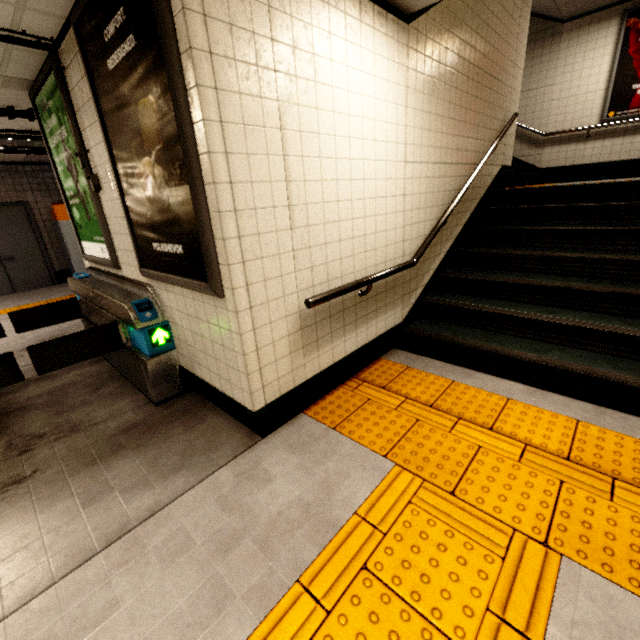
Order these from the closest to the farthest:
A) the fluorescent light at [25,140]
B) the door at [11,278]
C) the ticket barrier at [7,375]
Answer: the ticket barrier at [7,375] → the fluorescent light at [25,140] → the door at [11,278]

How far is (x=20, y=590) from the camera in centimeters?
156cm

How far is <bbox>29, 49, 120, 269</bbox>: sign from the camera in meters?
2.8 m

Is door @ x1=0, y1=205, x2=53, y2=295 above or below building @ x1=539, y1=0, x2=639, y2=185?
below

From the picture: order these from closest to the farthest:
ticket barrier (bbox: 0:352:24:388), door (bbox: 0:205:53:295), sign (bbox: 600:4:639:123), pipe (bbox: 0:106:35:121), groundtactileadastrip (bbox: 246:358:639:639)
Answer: groundtactileadastrip (bbox: 246:358:639:639) < ticket barrier (bbox: 0:352:24:388) < pipe (bbox: 0:106:35:121) < sign (bbox: 600:4:639:123) < door (bbox: 0:205:53:295)

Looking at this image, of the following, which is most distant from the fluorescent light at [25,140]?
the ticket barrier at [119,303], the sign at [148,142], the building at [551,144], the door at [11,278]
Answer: the building at [551,144]

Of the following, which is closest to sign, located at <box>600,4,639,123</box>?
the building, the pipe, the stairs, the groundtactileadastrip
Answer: the building

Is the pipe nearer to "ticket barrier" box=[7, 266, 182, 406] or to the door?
"ticket barrier" box=[7, 266, 182, 406]
